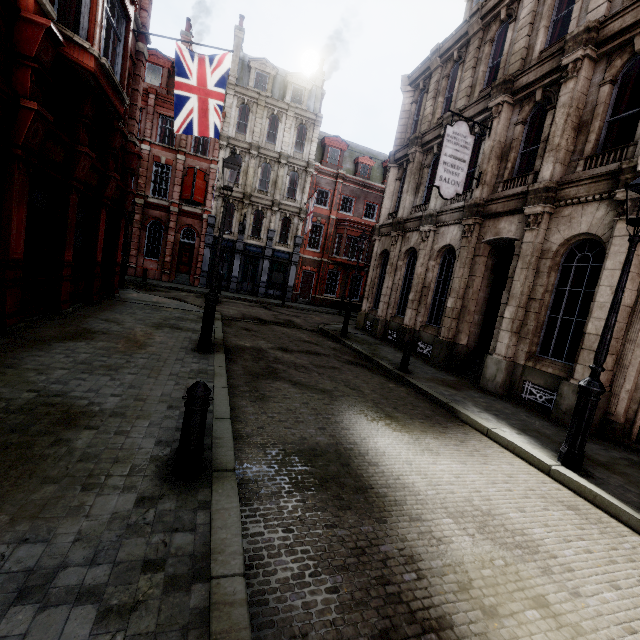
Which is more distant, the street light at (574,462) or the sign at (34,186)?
the sign at (34,186)

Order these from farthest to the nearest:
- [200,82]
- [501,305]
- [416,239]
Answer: [416,239] → [200,82] → [501,305]

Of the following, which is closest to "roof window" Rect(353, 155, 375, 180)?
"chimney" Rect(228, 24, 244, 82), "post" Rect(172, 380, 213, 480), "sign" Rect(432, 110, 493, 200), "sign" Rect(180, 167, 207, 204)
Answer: "chimney" Rect(228, 24, 244, 82)

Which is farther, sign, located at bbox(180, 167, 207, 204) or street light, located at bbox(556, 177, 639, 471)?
sign, located at bbox(180, 167, 207, 204)

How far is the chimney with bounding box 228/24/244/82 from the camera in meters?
26.3 m

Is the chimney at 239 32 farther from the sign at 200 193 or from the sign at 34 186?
the sign at 34 186

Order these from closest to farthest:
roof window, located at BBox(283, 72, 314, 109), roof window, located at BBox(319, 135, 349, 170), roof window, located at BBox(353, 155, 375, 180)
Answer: roof window, located at BBox(283, 72, 314, 109)
roof window, located at BBox(319, 135, 349, 170)
roof window, located at BBox(353, 155, 375, 180)

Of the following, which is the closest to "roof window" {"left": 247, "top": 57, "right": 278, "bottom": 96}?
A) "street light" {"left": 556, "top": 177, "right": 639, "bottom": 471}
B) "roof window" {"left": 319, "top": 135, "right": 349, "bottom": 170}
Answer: "roof window" {"left": 319, "top": 135, "right": 349, "bottom": 170}
